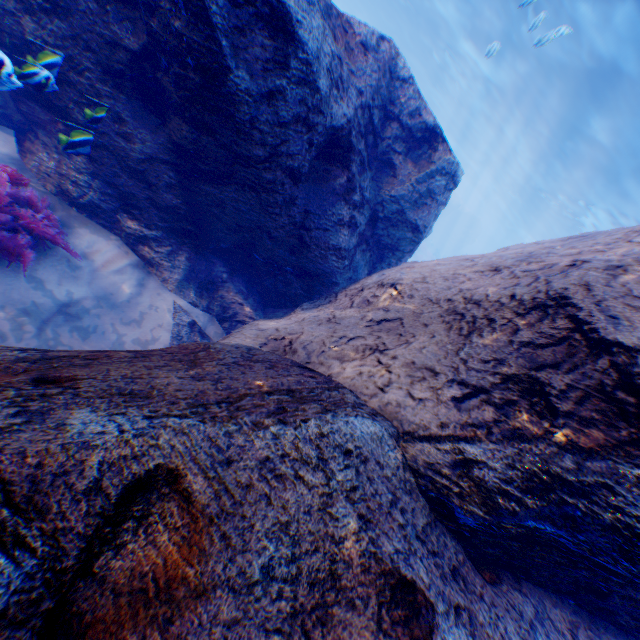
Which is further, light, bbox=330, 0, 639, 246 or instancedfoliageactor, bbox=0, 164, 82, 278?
light, bbox=330, 0, 639, 246

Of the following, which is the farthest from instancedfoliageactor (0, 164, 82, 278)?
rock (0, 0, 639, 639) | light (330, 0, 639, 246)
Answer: light (330, 0, 639, 246)

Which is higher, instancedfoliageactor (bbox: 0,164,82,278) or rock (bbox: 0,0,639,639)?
rock (bbox: 0,0,639,639)

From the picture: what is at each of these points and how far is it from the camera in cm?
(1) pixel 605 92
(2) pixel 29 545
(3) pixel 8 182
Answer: (1) light, 1298
(2) rock, 106
(3) instancedfoliageactor, 373

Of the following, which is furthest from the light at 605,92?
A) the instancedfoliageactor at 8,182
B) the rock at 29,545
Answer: the instancedfoliageactor at 8,182

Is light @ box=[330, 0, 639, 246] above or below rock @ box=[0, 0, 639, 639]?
above

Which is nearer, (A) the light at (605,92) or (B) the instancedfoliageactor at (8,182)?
(B) the instancedfoliageactor at (8,182)
